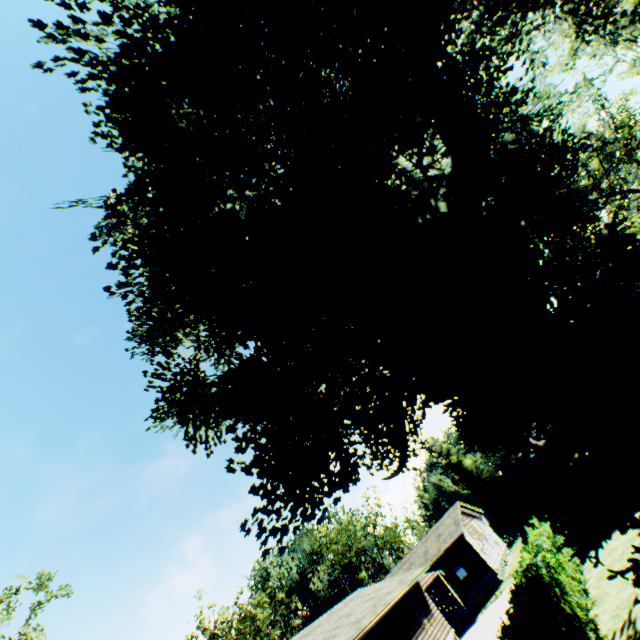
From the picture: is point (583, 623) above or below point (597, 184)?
below

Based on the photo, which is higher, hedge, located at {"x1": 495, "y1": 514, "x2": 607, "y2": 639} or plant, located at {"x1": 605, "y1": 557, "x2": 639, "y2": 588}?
plant, located at {"x1": 605, "y1": 557, "x2": 639, "y2": 588}

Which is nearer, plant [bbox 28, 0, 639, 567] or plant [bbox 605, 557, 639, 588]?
plant [bbox 605, 557, 639, 588]

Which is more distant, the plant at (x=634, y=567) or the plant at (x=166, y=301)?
the plant at (x=166, y=301)

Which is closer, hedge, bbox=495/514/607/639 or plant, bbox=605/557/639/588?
plant, bbox=605/557/639/588

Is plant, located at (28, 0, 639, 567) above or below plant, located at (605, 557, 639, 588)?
above

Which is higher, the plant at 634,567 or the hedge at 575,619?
the plant at 634,567
